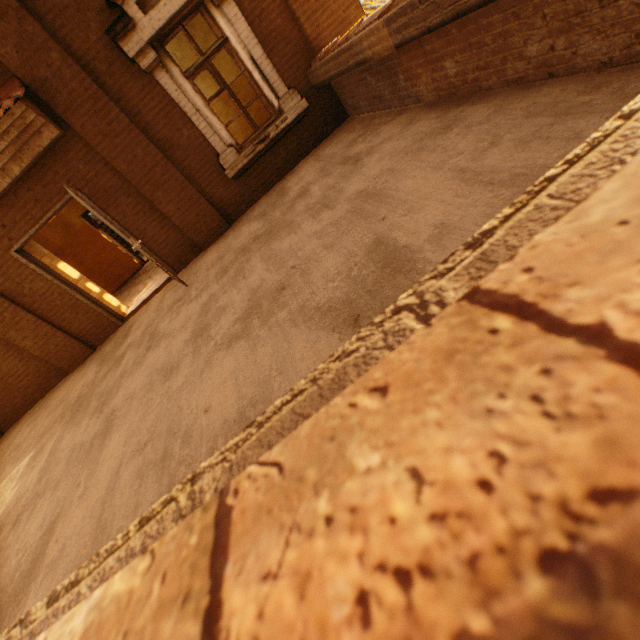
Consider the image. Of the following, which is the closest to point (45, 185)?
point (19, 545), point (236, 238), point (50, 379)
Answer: point (236, 238)
